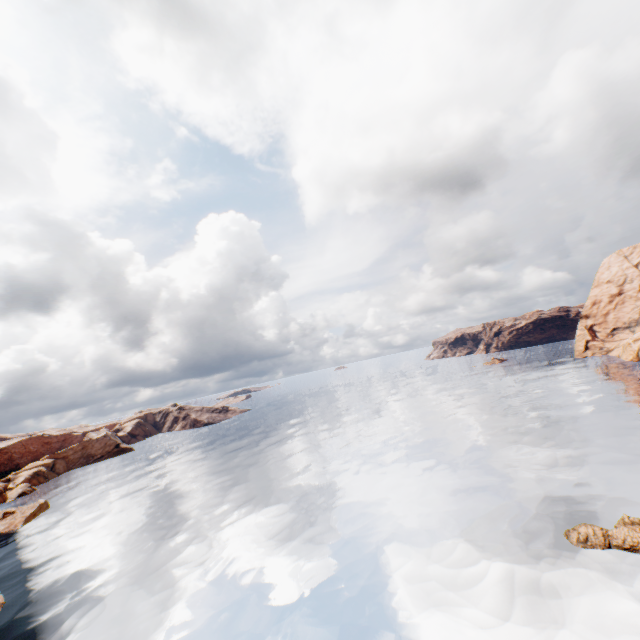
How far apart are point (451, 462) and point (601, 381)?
42.4 meters

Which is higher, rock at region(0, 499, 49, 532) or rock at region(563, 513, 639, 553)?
rock at region(0, 499, 49, 532)

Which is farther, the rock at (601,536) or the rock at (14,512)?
the rock at (14,512)

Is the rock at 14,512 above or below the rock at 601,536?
above

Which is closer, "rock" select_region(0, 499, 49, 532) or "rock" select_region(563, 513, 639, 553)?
"rock" select_region(563, 513, 639, 553)
